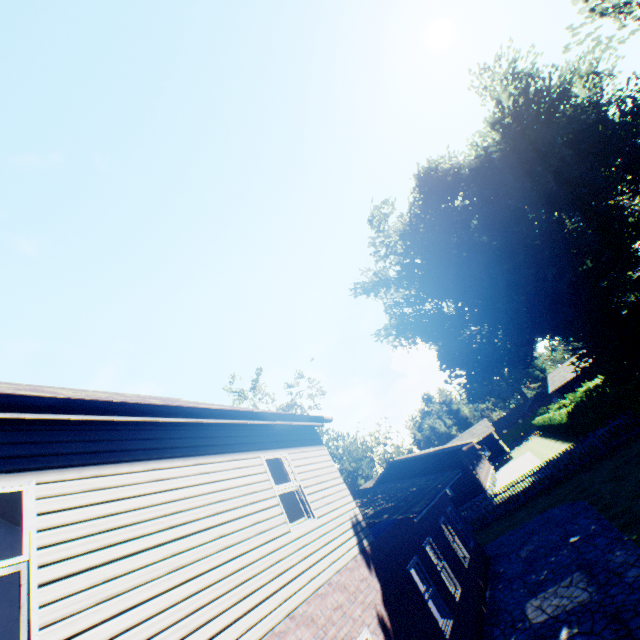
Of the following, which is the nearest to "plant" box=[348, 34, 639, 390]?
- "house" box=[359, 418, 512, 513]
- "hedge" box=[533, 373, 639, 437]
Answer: "hedge" box=[533, 373, 639, 437]

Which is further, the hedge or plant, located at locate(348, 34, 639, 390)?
plant, located at locate(348, 34, 639, 390)

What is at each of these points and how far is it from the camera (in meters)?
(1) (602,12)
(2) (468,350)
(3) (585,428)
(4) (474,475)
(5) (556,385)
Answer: (1) plant, 13.89
(2) plant, 29.55
(3) hedge, 24.98
(4) house, 26.73
(5) house, 45.72

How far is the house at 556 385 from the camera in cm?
4425

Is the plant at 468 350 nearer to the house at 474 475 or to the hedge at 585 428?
the hedge at 585 428

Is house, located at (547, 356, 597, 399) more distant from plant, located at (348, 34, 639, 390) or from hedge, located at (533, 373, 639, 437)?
hedge, located at (533, 373, 639, 437)

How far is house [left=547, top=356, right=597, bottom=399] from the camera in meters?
44.2

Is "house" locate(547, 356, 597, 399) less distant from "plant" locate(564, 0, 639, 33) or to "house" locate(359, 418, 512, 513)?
"plant" locate(564, 0, 639, 33)
